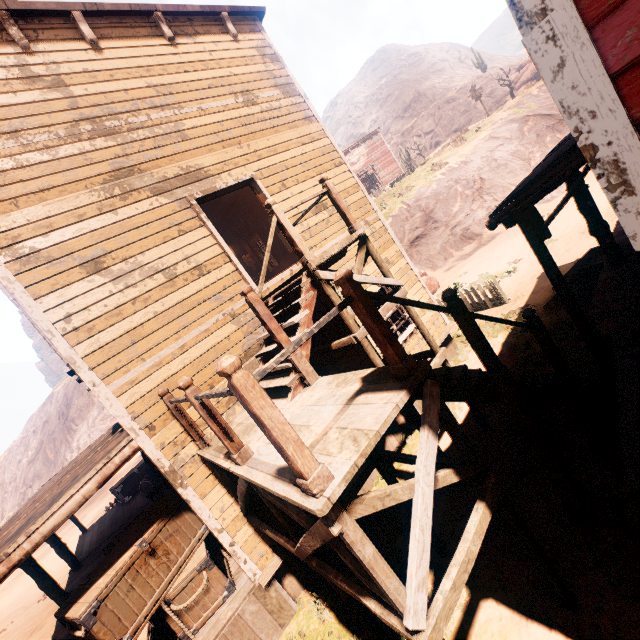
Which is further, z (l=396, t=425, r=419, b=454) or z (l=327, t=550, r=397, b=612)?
z (l=396, t=425, r=419, b=454)

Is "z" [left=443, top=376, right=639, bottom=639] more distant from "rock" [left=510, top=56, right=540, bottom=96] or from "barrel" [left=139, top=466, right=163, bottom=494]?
"barrel" [left=139, top=466, right=163, bottom=494]

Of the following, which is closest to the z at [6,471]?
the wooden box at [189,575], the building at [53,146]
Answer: the building at [53,146]

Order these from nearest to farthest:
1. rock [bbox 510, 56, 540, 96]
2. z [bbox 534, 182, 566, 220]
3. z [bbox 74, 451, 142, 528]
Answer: z [bbox 534, 182, 566, 220]
z [bbox 74, 451, 142, 528]
rock [bbox 510, 56, 540, 96]

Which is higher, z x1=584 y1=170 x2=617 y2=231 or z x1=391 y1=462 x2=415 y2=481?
z x1=584 y1=170 x2=617 y2=231

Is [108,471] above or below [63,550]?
above
